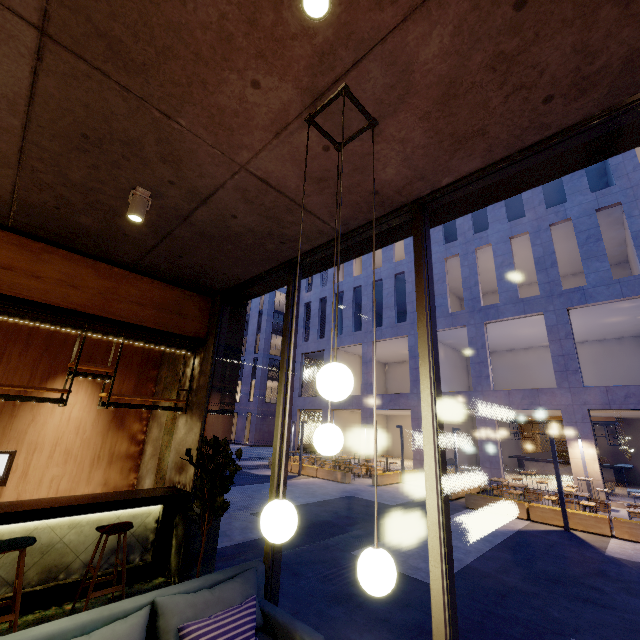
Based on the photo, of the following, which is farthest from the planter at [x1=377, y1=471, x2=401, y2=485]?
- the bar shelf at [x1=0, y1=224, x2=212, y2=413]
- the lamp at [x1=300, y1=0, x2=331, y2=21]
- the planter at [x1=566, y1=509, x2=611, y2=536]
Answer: the lamp at [x1=300, y1=0, x2=331, y2=21]

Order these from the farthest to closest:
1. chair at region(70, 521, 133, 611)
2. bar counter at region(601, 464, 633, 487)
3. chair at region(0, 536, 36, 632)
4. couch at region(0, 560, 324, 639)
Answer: bar counter at region(601, 464, 633, 487) → chair at region(70, 521, 133, 611) → chair at region(0, 536, 36, 632) → couch at region(0, 560, 324, 639)

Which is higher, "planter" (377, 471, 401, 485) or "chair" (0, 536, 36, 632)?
"chair" (0, 536, 36, 632)

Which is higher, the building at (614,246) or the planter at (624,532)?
the building at (614,246)

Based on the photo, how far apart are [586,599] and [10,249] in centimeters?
1068cm

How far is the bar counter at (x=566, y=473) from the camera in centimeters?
1912cm

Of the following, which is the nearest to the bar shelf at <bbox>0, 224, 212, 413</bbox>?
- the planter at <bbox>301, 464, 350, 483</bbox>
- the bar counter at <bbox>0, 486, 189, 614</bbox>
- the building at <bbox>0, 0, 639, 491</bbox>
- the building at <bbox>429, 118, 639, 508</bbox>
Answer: the building at <bbox>0, 0, 639, 491</bbox>

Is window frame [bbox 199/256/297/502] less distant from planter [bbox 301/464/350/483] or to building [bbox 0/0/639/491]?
building [bbox 0/0/639/491]
